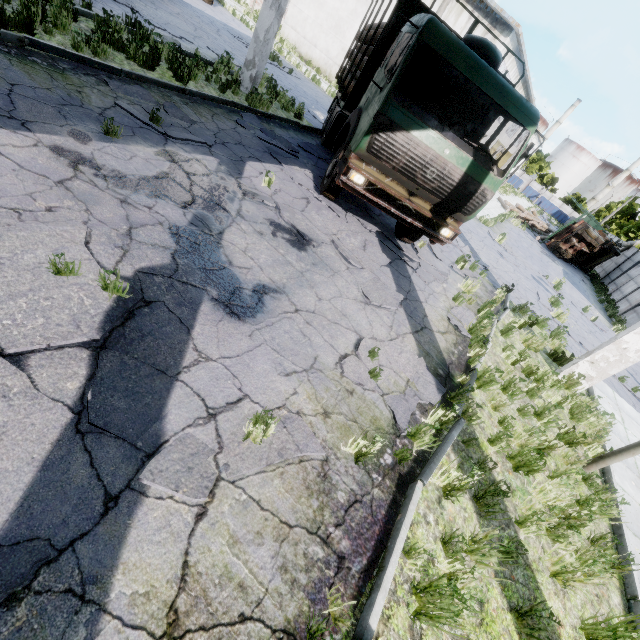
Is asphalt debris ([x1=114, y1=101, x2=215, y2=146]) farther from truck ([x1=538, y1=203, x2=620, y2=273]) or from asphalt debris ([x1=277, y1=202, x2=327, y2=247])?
truck ([x1=538, y1=203, x2=620, y2=273])

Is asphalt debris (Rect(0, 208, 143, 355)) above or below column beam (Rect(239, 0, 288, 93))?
below

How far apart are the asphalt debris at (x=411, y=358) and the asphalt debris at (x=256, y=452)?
1.0m

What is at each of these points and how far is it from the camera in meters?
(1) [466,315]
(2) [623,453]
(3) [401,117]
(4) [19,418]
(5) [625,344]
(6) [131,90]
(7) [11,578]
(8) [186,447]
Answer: (1) asphalt debris, 7.3 m
(2) lamp post, 5.2 m
(3) truck, 5.5 m
(4) asphalt debris, 2.2 m
(5) column beam, 7.0 m
(6) asphalt debris, 6.3 m
(7) asphalt debris, 1.7 m
(8) asphalt debris, 2.6 m

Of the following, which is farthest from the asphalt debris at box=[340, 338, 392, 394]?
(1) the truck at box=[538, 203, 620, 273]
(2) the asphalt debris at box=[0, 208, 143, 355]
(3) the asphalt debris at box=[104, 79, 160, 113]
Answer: (1) the truck at box=[538, 203, 620, 273]

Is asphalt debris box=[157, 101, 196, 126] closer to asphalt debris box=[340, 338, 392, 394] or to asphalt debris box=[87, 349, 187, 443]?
asphalt debris box=[87, 349, 187, 443]

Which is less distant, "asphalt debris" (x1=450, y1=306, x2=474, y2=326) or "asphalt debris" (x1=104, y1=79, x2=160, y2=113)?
"asphalt debris" (x1=104, y1=79, x2=160, y2=113)

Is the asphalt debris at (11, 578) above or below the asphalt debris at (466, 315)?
below
